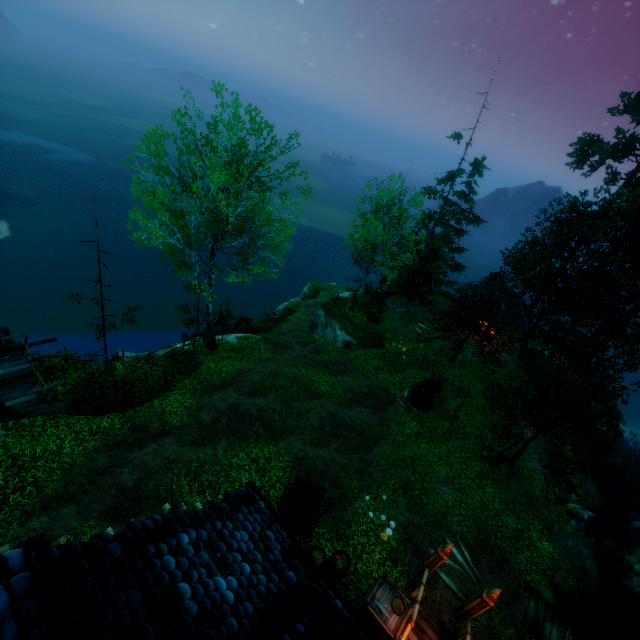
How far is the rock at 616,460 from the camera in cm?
2352

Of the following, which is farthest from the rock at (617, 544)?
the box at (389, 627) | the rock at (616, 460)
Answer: the box at (389, 627)

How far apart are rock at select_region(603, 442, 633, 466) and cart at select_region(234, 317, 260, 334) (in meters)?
27.69

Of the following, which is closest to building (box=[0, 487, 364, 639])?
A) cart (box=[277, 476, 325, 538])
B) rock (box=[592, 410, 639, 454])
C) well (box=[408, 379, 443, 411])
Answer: cart (box=[277, 476, 325, 538])

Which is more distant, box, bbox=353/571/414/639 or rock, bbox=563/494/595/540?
rock, bbox=563/494/595/540

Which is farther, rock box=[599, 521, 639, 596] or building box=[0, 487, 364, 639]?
rock box=[599, 521, 639, 596]

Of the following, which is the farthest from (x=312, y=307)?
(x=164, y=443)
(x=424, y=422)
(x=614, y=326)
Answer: (x=164, y=443)

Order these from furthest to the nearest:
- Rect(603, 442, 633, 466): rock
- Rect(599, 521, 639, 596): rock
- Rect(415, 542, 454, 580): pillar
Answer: Rect(603, 442, 633, 466): rock
Rect(599, 521, 639, 596): rock
Rect(415, 542, 454, 580): pillar
